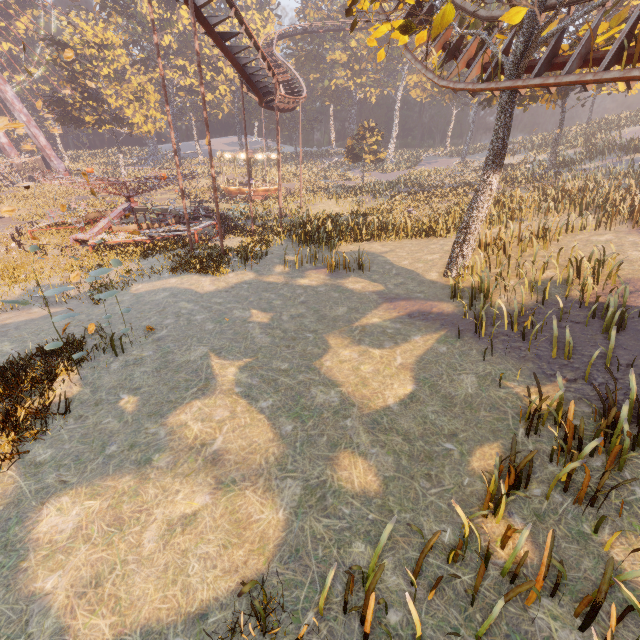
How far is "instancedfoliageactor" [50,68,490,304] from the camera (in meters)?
15.52

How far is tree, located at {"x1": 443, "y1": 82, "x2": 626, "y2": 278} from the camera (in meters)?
10.39

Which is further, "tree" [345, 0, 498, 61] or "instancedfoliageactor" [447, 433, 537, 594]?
"tree" [345, 0, 498, 61]

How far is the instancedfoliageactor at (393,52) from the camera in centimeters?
5117cm

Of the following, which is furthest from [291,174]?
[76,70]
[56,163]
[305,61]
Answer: [56,163]

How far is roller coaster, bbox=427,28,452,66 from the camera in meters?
12.5 m

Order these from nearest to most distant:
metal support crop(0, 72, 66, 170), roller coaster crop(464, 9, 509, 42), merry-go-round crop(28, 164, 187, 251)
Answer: roller coaster crop(464, 9, 509, 42)
merry-go-round crop(28, 164, 187, 251)
metal support crop(0, 72, 66, 170)

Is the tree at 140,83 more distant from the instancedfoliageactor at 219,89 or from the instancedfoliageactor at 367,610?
the instancedfoliageactor at 367,610
